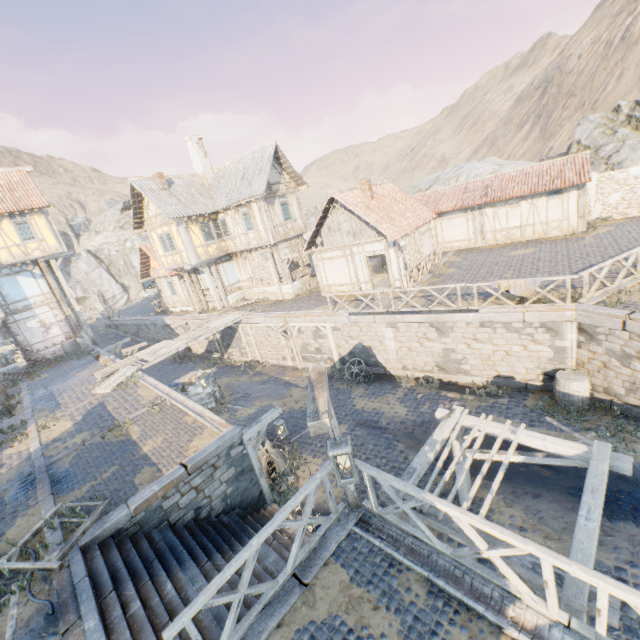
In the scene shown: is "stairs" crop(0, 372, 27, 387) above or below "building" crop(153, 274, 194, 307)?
below

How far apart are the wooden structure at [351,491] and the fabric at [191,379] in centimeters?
1079cm

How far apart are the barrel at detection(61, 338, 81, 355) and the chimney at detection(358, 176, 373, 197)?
22.0 meters

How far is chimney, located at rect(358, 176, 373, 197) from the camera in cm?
1854

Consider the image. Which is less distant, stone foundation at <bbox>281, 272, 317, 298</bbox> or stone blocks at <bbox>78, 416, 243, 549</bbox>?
stone blocks at <bbox>78, 416, 243, 549</bbox>

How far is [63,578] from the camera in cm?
603

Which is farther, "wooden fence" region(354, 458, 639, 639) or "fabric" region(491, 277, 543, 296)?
"fabric" region(491, 277, 543, 296)

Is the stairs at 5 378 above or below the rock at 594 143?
below
